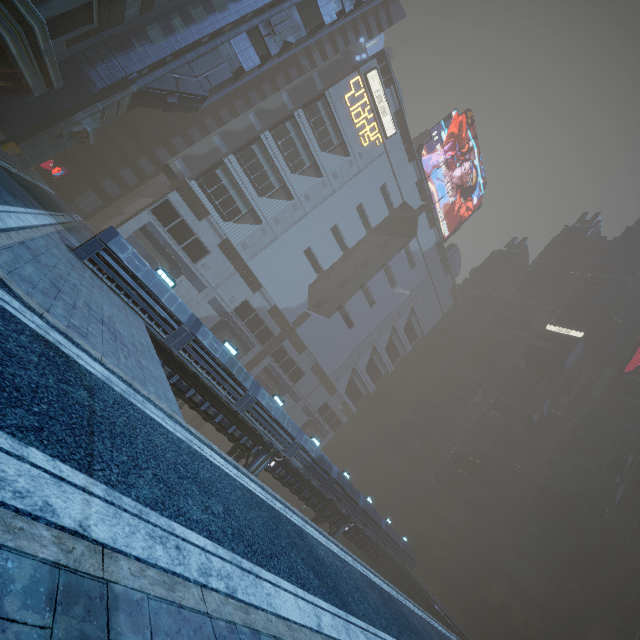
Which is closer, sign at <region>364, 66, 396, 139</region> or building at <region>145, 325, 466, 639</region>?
building at <region>145, 325, 466, 639</region>

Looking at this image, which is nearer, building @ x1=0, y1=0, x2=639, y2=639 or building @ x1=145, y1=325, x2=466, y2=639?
building @ x1=145, y1=325, x2=466, y2=639

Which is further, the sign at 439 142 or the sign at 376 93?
the sign at 439 142

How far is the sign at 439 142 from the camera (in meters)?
57.16

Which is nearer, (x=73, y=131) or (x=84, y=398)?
(x=84, y=398)

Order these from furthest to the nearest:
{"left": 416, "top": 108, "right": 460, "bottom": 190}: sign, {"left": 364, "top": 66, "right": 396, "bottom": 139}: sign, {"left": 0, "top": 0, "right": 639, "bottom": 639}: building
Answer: {"left": 416, "top": 108, "right": 460, "bottom": 190}: sign → {"left": 364, "top": 66, "right": 396, "bottom": 139}: sign → {"left": 0, "top": 0, "right": 639, "bottom": 639}: building

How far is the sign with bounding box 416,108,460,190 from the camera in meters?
57.2

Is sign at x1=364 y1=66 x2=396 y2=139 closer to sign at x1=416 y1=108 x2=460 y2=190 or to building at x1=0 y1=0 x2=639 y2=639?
building at x1=0 y1=0 x2=639 y2=639
